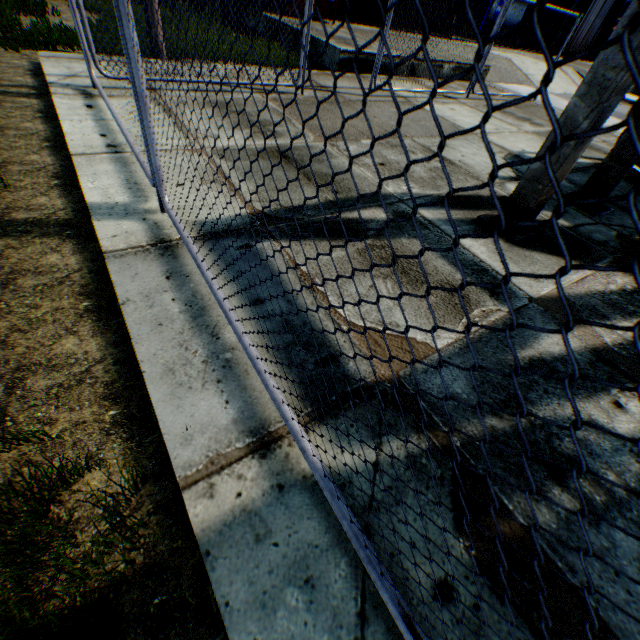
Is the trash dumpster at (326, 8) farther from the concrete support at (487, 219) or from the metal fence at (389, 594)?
the concrete support at (487, 219)

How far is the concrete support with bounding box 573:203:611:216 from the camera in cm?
485

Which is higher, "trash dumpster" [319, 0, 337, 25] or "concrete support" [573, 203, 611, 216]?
"trash dumpster" [319, 0, 337, 25]

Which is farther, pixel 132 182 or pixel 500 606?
pixel 132 182

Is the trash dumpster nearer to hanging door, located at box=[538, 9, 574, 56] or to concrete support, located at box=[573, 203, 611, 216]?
hanging door, located at box=[538, 9, 574, 56]

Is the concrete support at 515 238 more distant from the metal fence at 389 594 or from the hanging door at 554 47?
the hanging door at 554 47

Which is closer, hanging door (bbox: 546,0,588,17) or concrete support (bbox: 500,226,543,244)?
concrete support (bbox: 500,226,543,244)

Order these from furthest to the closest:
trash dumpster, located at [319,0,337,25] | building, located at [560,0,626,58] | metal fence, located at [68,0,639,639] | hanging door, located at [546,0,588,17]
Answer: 1. building, located at [560,0,626,58]
2. hanging door, located at [546,0,588,17]
3. trash dumpster, located at [319,0,337,25]
4. metal fence, located at [68,0,639,639]
